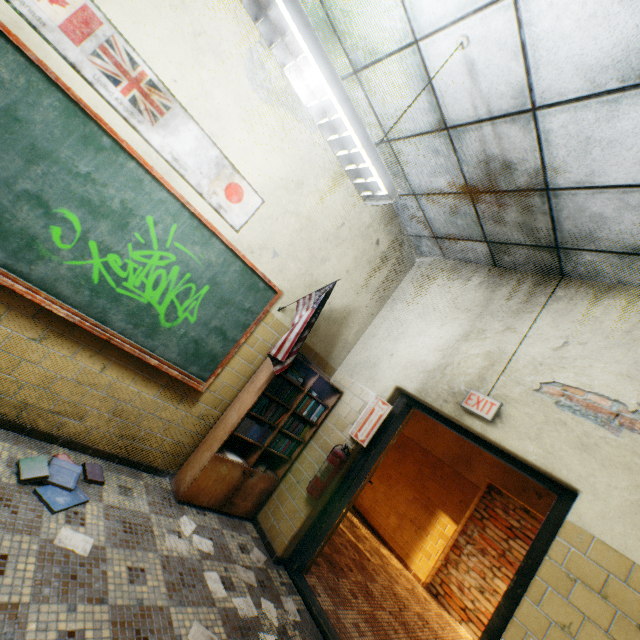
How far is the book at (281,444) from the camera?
3.6 meters

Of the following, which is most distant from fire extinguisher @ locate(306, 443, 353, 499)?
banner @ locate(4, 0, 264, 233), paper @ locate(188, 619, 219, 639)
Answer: banner @ locate(4, 0, 264, 233)

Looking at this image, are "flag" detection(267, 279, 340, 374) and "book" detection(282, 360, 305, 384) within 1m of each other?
yes

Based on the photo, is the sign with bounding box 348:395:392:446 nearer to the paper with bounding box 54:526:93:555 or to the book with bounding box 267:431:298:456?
the book with bounding box 267:431:298:456

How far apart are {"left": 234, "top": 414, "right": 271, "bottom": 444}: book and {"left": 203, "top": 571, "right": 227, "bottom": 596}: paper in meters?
1.1 m

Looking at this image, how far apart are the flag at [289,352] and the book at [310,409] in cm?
37

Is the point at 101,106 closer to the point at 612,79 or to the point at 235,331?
the point at 235,331

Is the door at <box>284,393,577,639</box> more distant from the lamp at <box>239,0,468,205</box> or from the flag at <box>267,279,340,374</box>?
the lamp at <box>239,0,468,205</box>
